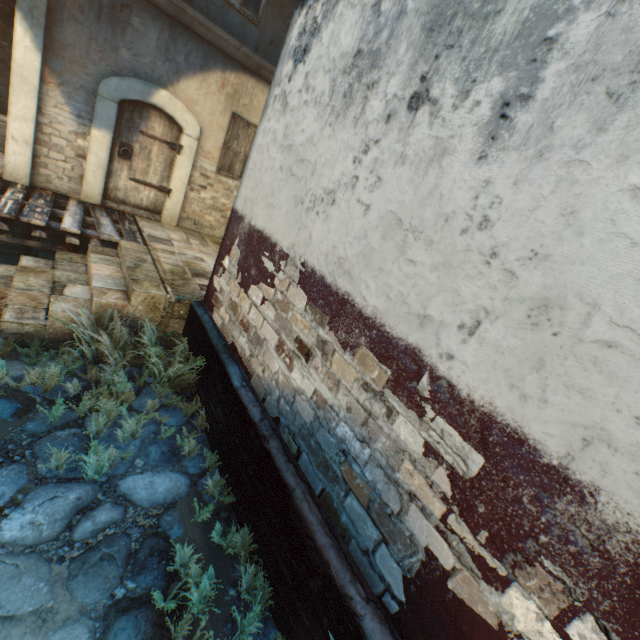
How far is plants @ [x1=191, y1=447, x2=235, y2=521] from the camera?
2.91m

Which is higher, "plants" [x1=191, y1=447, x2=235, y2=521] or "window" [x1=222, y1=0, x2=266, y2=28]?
"window" [x1=222, y1=0, x2=266, y2=28]

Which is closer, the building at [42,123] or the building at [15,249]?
the building at [42,123]

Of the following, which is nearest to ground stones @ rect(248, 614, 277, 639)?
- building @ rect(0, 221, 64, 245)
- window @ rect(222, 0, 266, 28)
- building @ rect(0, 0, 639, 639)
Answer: building @ rect(0, 0, 639, 639)

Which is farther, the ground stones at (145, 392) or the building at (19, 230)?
the building at (19, 230)

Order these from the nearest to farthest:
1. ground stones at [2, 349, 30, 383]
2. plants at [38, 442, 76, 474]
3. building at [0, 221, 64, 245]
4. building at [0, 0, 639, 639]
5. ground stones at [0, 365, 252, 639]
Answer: building at [0, 0, 639, 639] → ground stones at [0, 365, 252, 639] → plants at [38, 442, 76, 474] → ground stones at [2, 349, 30, 383] → building at [0, 221, 64, 245]

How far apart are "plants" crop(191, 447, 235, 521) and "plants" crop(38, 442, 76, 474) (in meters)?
0.73

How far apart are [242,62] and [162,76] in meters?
1.7
